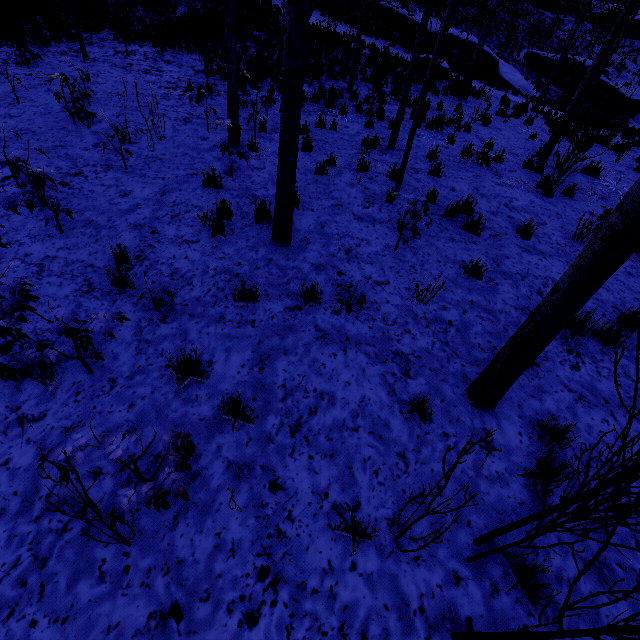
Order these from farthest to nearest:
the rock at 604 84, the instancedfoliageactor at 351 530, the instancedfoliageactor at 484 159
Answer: the rock at 604 84 < the instancedfoliageactor at 484 159 < the instancedfoliageactor at 351 530

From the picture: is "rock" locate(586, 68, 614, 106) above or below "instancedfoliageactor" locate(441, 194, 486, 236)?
above

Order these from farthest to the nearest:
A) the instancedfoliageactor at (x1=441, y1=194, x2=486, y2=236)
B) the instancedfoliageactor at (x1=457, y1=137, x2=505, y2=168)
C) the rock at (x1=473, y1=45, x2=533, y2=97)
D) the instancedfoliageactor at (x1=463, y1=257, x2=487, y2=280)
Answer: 1. the rock at (x1=473, y1=45, x2=533, y2=97)
2. the instancedfoliageactor at (x1=457, y1=137, x2=505, y2=168)
3. the instancedfoliageactor at (x1=441, y1=194, x2=486, y2=236)
4. the instancedfoliageactor at (x1=463, y1=257, x2=487, y2=280)

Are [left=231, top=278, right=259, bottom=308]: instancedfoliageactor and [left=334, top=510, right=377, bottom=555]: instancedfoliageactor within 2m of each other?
no

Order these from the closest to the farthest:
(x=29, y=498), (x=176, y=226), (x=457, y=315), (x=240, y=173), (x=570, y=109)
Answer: (x=29, y=498), (x=457, y=315), (x=176, y=226), (x=240, y=173), (x=570, y=109)

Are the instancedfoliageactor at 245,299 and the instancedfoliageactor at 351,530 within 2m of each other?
no

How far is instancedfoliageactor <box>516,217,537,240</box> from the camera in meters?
5.8 m

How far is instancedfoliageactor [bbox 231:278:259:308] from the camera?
4.0m
